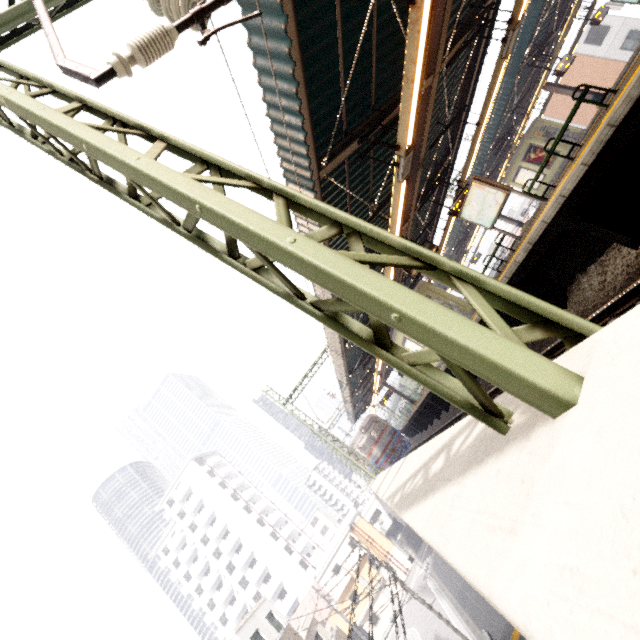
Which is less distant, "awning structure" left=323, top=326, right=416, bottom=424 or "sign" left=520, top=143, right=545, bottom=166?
"awning structure" left=323, top=326, right=416, bottom=424

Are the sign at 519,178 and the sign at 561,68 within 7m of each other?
yes

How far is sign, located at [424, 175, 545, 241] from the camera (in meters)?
9.04

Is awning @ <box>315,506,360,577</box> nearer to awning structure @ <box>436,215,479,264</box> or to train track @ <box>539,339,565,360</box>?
train track @ <box>539,339,565,360</box>

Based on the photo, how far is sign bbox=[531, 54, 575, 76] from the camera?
15.2 meters

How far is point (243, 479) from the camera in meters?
59.4 m

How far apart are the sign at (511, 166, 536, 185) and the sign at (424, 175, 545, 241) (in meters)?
15.55

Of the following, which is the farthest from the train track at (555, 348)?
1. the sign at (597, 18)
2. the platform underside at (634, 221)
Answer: the sign at (597, 18)
